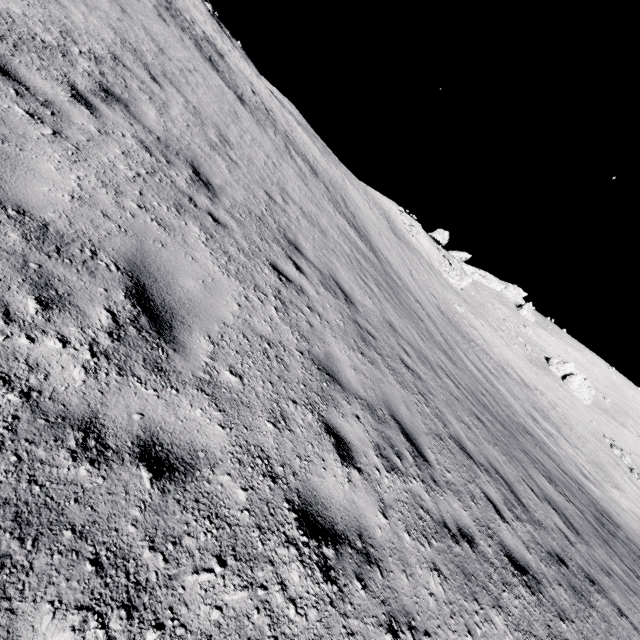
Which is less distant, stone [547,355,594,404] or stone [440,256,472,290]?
stone [547,355,594,404]

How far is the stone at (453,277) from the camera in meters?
47.1

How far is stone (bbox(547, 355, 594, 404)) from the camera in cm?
4362

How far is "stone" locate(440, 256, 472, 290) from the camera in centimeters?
4706cm

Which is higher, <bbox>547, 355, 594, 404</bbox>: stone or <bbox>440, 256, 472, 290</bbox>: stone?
<bbox>547, 355, 594, 404</bbox>: stone

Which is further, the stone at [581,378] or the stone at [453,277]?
the stone at [453,277]

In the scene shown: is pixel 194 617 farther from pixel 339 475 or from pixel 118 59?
pixel 118 59
